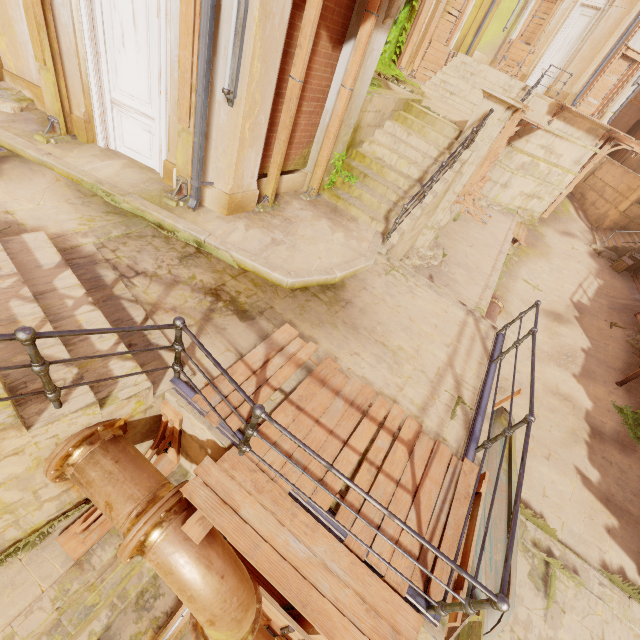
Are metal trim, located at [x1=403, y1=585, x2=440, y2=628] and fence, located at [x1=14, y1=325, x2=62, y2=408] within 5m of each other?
yes

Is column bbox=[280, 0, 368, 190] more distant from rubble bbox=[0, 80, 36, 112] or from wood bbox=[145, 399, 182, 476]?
wood bbox=[145, 399, 182, 476]

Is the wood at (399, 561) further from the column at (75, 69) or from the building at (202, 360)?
the column at (75, 69)

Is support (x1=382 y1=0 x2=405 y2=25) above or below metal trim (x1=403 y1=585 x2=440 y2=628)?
above

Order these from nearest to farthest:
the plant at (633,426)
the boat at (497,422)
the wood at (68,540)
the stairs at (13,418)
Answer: the stairs at (13,418), the wood at (68,540), the boat at (497,422), the plant at (633,426)

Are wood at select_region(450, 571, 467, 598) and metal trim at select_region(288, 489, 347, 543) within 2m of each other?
yes

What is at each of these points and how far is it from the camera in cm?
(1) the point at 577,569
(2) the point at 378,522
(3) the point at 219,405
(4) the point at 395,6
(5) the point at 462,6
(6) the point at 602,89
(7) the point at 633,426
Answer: (1) walkway, 734
(2) wood, 324
(3) wood, 352
(4) support, 553
(5) wood, 1490
(6) wood, 1655
(7) plant, 1022

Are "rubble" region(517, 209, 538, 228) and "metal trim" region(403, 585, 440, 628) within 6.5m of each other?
no
